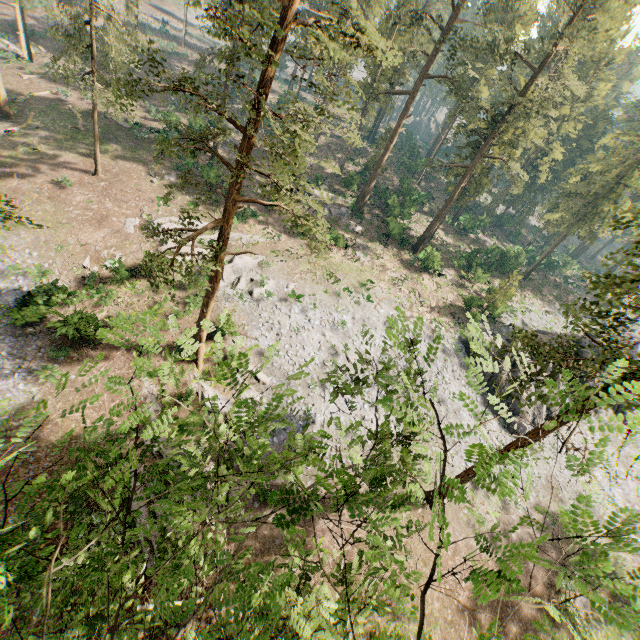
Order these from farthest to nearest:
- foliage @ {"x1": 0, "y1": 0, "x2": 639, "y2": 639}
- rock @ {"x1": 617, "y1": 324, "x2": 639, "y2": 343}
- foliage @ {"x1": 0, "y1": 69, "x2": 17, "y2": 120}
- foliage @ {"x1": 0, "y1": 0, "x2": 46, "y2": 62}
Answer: rock @ {"x1": 617, "y1": 324, "x2": 639, "y2": 343} < foliage @ {"x1": 0, "y1": 69, "x2": 17, "y2": 120} < foliage @ {"x1": 0, "y1": 0, "x2": 46, "y2": 62} < foliage @ {"x1": 0, "y1": 0, "x2": 639, "y2": 639}

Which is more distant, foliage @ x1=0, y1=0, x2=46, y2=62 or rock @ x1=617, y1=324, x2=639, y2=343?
rock @ x1=617, y1=324, x2=639, y2=343

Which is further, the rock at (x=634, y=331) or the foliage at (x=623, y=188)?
the rock at (x=634, y=331)

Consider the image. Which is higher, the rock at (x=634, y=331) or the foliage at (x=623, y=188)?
the rock at (x=634, y=331)

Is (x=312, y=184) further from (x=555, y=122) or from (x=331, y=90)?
(x=555, y=122)

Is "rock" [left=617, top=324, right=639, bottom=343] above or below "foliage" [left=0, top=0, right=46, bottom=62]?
above
